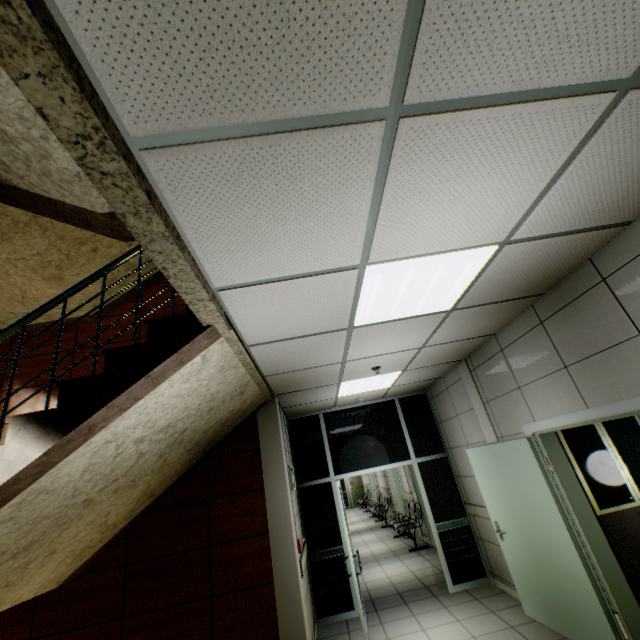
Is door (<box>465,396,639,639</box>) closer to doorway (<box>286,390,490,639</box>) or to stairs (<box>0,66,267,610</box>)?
doorway (<box>286,390,490,639</box>)

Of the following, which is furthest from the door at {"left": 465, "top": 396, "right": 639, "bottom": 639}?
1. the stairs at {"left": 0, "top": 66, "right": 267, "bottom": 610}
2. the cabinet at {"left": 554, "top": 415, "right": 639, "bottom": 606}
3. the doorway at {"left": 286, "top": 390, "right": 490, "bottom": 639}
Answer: the stairs at {"left": 0, "top": 66, "right": 267, "bottom": 610}

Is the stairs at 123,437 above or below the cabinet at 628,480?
above

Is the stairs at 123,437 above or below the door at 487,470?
above

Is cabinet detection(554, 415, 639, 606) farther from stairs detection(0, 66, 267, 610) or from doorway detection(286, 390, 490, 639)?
stairs detection(0, 66, 267, 610)

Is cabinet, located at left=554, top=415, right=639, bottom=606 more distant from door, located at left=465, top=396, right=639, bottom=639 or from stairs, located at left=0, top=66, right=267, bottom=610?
stairs, located at left=0, top=66, right=267, bottom=610

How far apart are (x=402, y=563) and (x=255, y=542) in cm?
506
